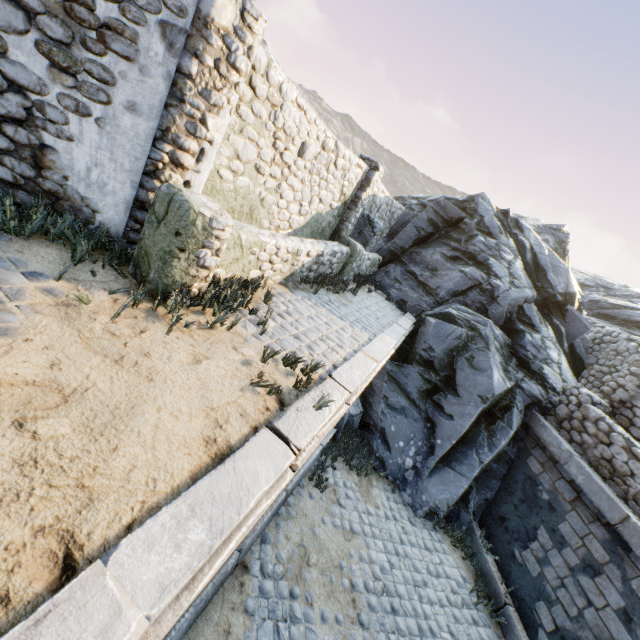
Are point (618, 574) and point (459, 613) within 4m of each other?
yes

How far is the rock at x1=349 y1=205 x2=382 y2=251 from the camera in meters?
10.4

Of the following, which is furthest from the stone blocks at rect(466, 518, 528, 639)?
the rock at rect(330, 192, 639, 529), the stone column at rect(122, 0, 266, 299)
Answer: the stone column at rect(122, 0, 266, 299)

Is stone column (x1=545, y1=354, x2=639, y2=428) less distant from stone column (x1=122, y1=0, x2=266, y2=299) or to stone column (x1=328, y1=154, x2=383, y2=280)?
stone column (x1=328, y1=154, x2=383, y2=280)

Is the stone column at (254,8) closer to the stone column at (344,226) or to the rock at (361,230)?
the rock at (361,230)

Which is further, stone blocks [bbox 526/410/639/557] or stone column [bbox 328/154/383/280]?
stone column [bbox 328/154/383/280]

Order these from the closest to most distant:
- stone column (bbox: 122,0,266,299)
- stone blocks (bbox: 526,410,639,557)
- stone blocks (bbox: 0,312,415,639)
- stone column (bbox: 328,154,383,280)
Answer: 1. stone blocks (bbox: 0,312,415,639)
2. stone column (bbox: 122,0,266,299)
3. stone blocks (bbox: 526,410,639,557)
4. stone column (bbox: 328,154,383,280)

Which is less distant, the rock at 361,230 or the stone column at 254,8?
the stone column at 254,8
